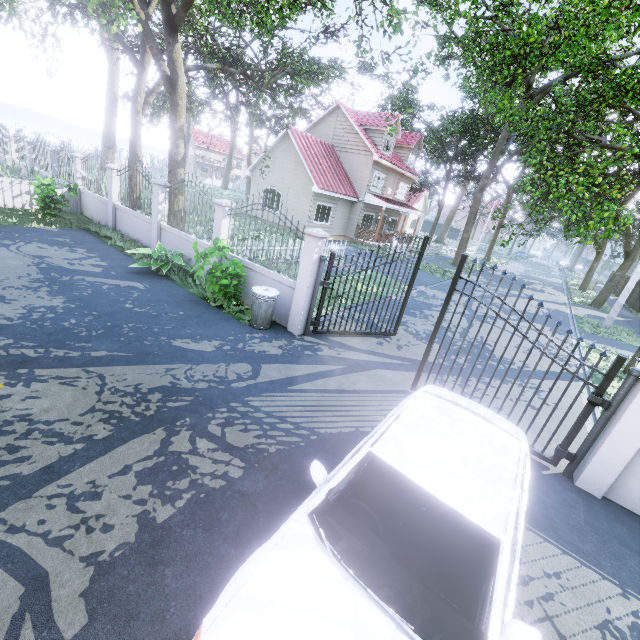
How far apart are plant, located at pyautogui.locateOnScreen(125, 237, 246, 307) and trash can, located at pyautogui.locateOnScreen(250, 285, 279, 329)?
0.6m

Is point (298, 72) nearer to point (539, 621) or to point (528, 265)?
point (539, 621)

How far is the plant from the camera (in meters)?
7.73

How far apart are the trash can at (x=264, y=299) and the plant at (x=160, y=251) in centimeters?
57cm

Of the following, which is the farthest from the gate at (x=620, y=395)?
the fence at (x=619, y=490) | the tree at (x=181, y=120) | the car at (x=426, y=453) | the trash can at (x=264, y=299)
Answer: the tree at (x=181, y=120)

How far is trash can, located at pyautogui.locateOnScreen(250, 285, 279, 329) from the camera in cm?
746

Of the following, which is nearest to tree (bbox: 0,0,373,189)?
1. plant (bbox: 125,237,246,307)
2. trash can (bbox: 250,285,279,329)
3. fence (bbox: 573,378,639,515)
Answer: fence (bbox: 573,378,639,515)

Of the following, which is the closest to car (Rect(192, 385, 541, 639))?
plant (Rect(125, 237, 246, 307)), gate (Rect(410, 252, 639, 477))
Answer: gate (Rect(410, 252, 639, 477))
